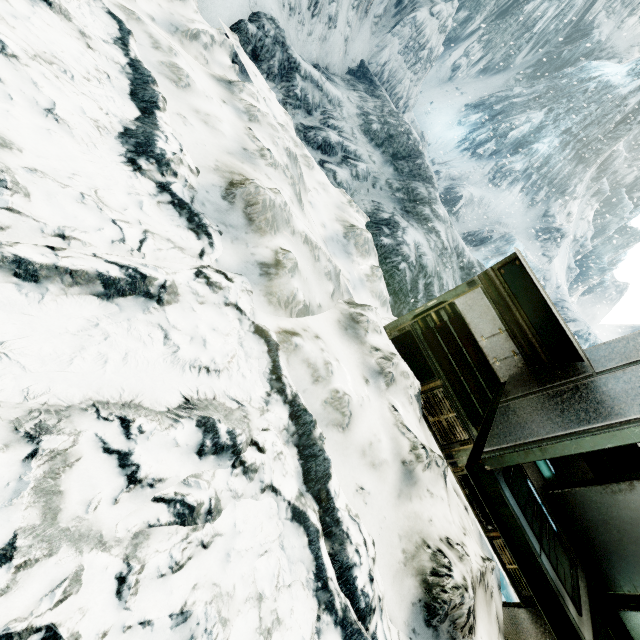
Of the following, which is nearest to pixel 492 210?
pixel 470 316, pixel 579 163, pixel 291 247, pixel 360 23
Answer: pixel 579 163
